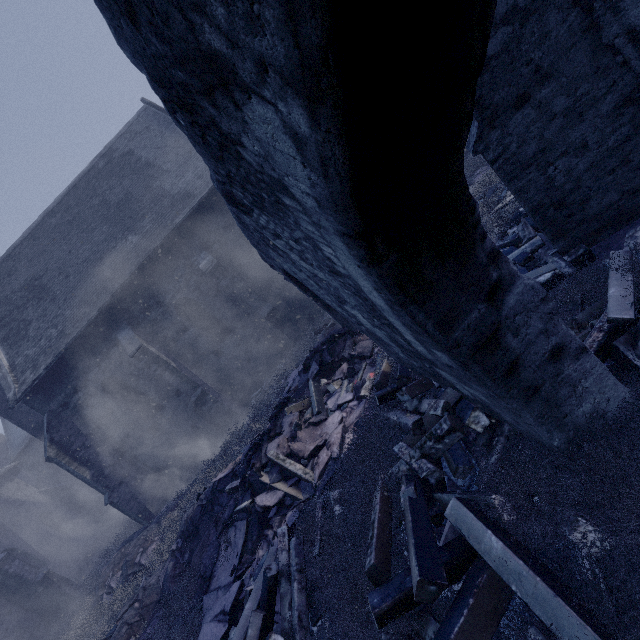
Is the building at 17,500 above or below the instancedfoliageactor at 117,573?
above

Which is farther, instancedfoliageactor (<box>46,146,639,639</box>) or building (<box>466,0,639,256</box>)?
building (<box>466,0,639,256</box>)

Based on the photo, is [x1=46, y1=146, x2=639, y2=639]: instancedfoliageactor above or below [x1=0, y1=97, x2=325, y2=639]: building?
below

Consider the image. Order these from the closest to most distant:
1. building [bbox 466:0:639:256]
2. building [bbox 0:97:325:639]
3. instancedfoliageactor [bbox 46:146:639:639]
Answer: instancedfoliageactor [bbox 46:146:639:639] < building [bbox 466:0:639:256] < building [bbox 0:97:325:639]

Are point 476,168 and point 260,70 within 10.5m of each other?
no

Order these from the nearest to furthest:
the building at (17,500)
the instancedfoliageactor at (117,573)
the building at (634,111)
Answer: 1. the instancedfoliageactor at (117,573)
2. the building at (634,111)
3. the building at (17,500)

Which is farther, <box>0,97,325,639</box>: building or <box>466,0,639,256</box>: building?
<box>0,97,325,639</box>: building
